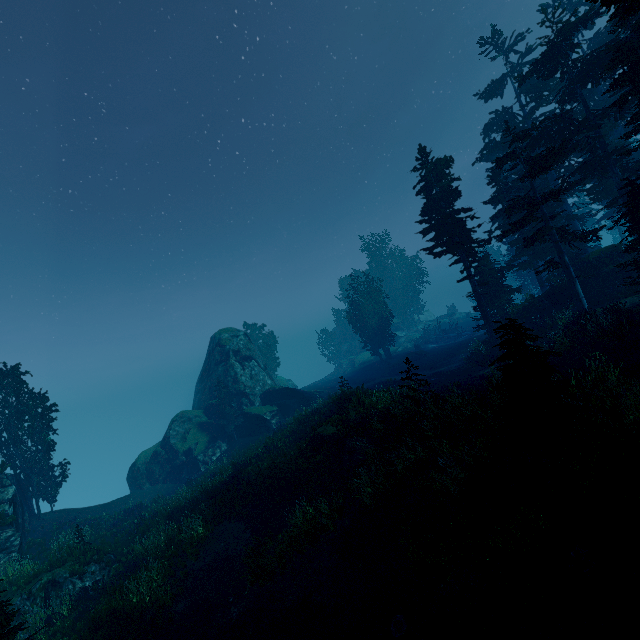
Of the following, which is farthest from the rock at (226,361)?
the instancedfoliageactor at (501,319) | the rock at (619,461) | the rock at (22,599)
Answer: the rock at (619,461)

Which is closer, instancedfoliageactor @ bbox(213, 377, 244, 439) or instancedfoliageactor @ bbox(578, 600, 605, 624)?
instancedfoliageactor @ bbox(578, 600, 605, 624)

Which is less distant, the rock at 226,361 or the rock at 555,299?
the rock at 555,299

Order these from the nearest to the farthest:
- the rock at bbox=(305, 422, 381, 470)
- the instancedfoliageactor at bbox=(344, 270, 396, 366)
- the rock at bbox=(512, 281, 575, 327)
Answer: the rock at bbox=(305, 422, 381, 470), the rock at bbox=(512, 281, 575, 327), the instancedfoliageactor at bbox=(344, 270, 396, 366)

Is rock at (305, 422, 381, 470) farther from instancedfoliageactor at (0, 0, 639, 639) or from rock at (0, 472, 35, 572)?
rock at (0, 472, 35, 572)

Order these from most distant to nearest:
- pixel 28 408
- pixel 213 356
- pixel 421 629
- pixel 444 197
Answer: pixel 213 356, pixel 444 197, pixel 28 408, pixel 421 629

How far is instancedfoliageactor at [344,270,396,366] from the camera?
46.8 meters
